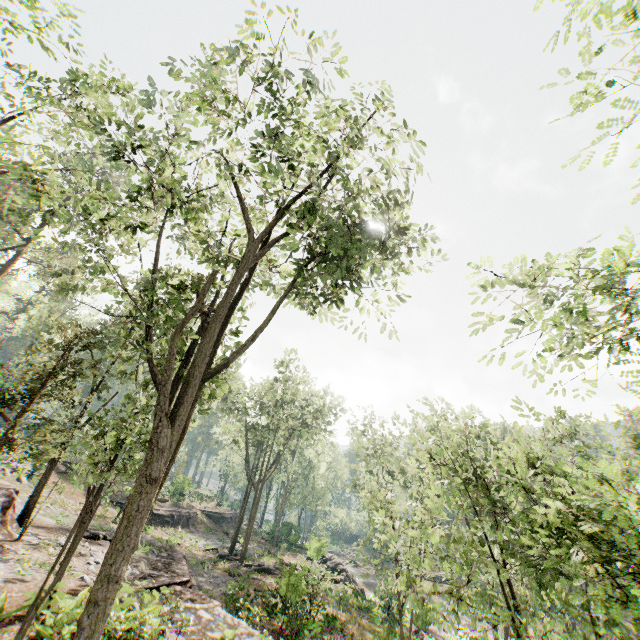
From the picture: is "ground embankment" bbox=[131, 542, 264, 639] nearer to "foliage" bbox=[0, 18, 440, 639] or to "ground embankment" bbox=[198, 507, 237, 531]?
"foliage" bbox=[0, 18, 440, 639]

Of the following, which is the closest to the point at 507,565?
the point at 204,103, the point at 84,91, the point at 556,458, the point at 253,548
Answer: the point at 556,458

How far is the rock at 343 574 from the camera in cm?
2944

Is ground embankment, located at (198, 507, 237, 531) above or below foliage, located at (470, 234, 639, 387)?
below

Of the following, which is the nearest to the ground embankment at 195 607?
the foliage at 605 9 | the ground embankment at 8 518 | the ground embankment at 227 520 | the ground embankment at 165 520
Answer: the foliage at 605 9

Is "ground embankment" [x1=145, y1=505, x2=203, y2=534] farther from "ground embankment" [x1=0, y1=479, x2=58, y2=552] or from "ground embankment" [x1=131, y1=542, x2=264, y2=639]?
"ground embankment" [x1=0, y1=479, x2=58, y2=552]

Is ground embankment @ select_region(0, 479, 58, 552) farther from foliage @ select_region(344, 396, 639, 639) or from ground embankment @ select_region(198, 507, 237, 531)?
ground embankment @ select_region(198, 507, 237, 531)

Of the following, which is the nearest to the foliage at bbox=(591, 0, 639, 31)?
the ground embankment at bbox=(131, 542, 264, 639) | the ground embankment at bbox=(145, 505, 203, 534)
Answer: the ground embankment at bbox=(131, 542, 264, 639)
